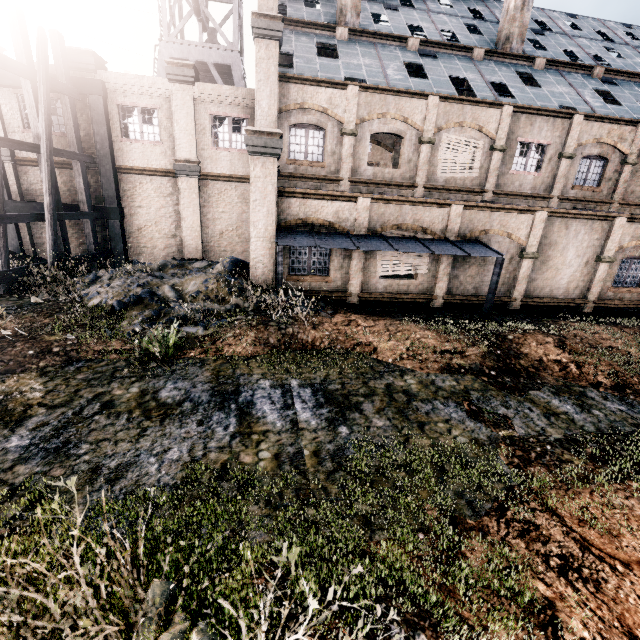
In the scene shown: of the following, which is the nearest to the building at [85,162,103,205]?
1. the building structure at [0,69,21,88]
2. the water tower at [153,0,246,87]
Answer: the building structure at [0,69,21,88]

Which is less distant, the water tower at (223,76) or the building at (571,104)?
the building at (571,104)

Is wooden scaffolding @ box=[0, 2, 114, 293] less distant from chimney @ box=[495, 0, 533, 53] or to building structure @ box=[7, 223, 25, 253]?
building structure @ box=[7, 223, 25, 253]

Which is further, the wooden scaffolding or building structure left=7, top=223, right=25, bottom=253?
building structure left=7, top=223, right=25, bottom=253

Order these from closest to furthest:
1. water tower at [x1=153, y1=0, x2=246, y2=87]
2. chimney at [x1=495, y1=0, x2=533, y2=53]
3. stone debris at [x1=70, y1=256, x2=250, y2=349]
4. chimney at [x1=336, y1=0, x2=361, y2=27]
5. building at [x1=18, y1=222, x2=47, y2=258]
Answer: stone debris at [x1=70, y1=256, x2=250, y2=349], building at [x1=18, y1=222, x2=47, y2=258], chimney at [x1=336, y1=0, x2=361, y2=27], chimney at [x1=495, y1=0, x2=533, y2=53], water tower at [x1=153, y1=0, x2=246, y2=87]

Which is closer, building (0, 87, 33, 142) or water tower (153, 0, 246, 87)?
building (0, 87, 33, 142)

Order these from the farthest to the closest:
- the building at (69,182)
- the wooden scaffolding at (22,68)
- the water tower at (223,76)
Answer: the water tower at (223,76) → the building at (69,182) → the wooden scaffolding at (22,68)

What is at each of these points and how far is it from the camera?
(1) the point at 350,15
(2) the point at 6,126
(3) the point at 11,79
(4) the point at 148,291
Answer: (1) chimney, 19.5m
(2) building, 16.6m
(3) building structure, 15.5m
(4) stone debris, 12.2m
